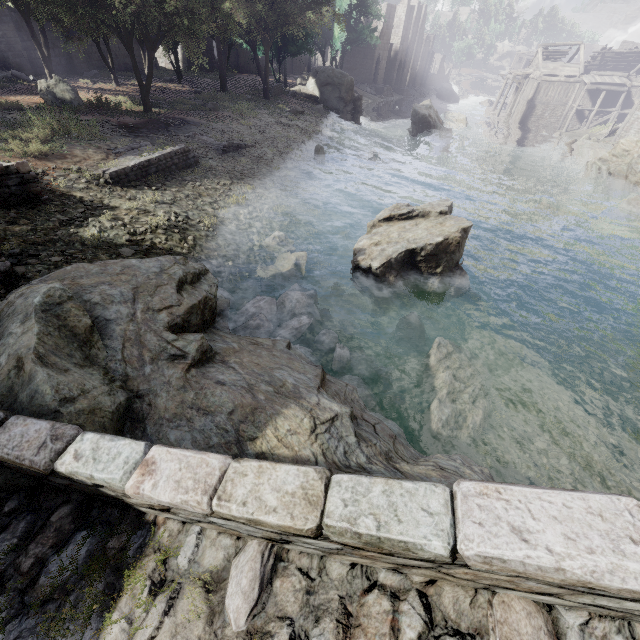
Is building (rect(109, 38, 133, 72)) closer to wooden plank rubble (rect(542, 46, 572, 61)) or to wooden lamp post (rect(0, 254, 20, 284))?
wooden plank rubble (rect(542, 46, 572, 61))

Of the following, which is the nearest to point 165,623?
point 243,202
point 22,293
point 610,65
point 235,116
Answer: point 22,293

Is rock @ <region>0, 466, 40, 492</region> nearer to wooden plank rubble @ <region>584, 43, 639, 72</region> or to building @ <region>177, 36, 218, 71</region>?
building @ <region>177, 36, 218, 71</region>

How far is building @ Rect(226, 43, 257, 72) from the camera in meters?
42.8 m

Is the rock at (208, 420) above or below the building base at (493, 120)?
above

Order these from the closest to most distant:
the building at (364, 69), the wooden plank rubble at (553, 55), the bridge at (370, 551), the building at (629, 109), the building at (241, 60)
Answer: the bridge at (370, 551)
the building at (629, 109)
the building at (241, 60)
the wooden plank rubble at (553, 55)
the building at (364, 69)

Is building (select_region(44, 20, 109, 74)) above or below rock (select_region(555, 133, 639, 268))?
above
